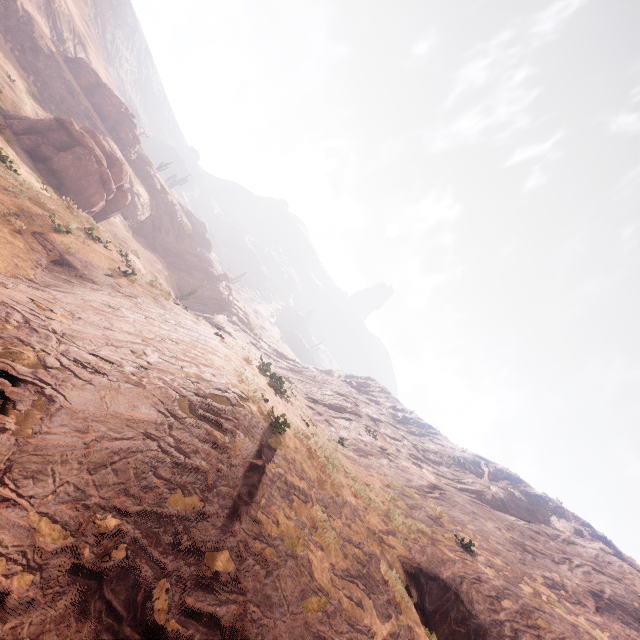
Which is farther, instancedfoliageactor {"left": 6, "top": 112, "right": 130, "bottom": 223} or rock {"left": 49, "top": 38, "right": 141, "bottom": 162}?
rock {"left": 49, "top": 38, "right": 141, "bottom": 162}

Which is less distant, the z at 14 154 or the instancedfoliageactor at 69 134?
the z at 14 154

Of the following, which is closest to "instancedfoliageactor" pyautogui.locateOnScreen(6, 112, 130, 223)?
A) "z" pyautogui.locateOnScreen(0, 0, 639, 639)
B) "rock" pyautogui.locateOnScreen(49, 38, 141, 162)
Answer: "z" pyautogui.locateOnScreen(0, 0, 639, 639)

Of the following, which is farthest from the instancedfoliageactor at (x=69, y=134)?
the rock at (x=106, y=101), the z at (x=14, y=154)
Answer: the rock at (x=106, y=101)

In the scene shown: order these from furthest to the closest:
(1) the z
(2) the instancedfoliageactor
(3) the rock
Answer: (3) the rock → (2) the instancedfoliageactor → (1) the z

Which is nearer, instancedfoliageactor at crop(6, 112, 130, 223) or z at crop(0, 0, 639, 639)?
z at crop(0, 0, 639, 639)

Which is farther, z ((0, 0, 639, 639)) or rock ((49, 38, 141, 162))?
rock ((49, 38, 141, 162))

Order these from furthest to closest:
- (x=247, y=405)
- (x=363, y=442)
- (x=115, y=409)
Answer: (x=363, y=442) < (x=247, y=405) < (x=115, y=409)
